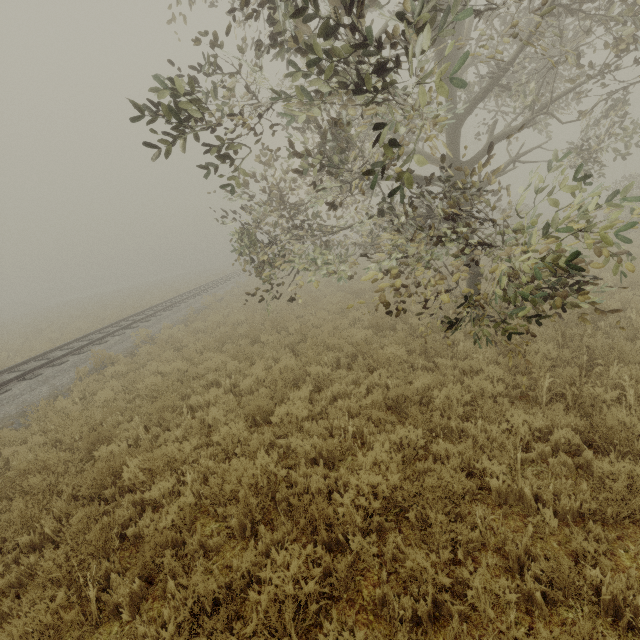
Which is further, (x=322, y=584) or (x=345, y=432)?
(x=345, y=432)
